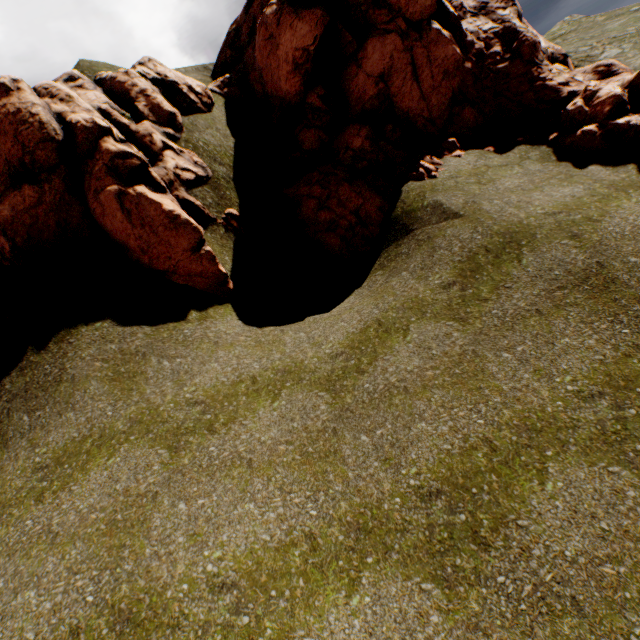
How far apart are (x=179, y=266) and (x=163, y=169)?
3.0 meters
